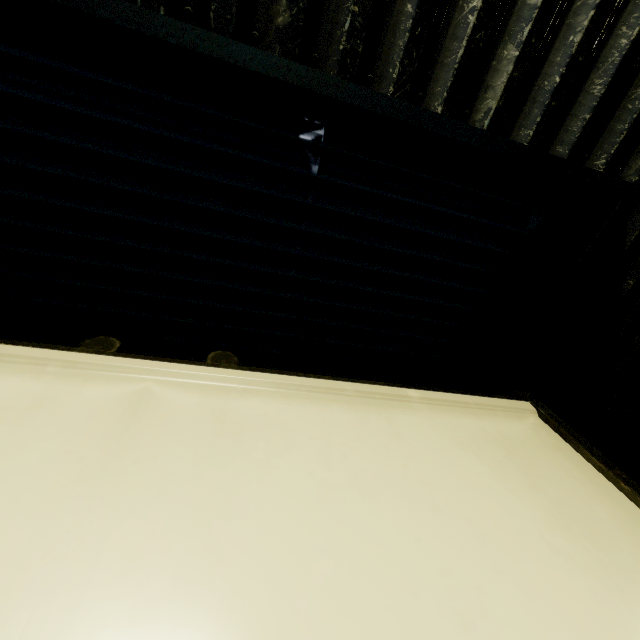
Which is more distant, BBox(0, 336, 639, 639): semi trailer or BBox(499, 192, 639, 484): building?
BBox(499, 192, 639, 484): building

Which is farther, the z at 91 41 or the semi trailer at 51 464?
the z at 91 41

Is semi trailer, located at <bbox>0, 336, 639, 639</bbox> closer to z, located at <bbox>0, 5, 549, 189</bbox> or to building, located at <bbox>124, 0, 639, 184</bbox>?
building, located at <bbox>124, 0, 639, 184</bbox>

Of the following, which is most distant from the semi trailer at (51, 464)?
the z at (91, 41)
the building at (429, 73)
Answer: the z at (91, 41)

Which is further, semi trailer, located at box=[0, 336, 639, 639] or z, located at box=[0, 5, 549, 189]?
z, located at box=[0, 5, 549, 189]

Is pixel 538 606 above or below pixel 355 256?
below
